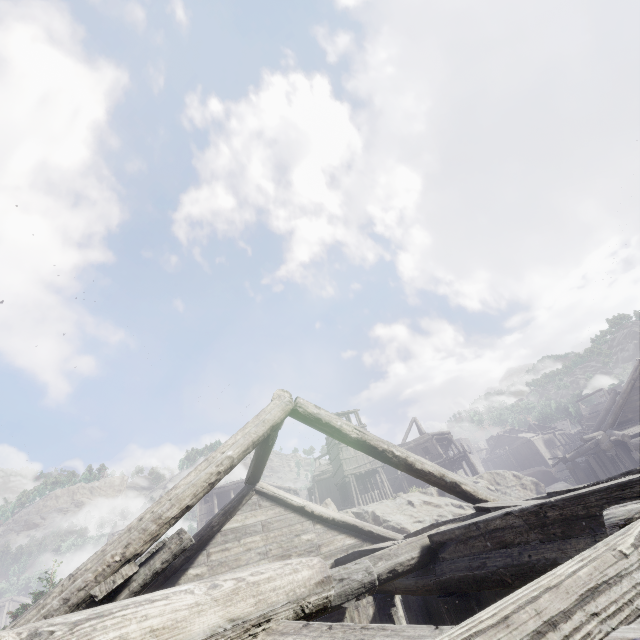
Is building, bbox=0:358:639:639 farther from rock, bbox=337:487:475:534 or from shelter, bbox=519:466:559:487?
shelter, bbox=519:466:559:487

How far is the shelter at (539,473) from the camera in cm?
4300

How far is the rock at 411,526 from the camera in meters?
17.4 m

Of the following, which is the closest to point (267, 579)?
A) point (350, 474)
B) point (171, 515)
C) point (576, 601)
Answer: point (576, 601)

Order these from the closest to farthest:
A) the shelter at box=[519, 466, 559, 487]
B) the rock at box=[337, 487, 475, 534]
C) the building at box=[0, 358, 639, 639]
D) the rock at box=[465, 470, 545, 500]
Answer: the building at box=[0, 358, 639, 639]
the rock at box=[337, 487, 475, 534]
the rock at box=[465, 470, 545, 500]
the shelter at box=[519, 466, 559, 487]

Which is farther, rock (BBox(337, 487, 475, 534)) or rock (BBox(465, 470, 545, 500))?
rock (BBox(465, 470, 545, 500))

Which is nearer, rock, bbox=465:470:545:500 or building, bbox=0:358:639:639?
building, bbox=0:358:639:639
